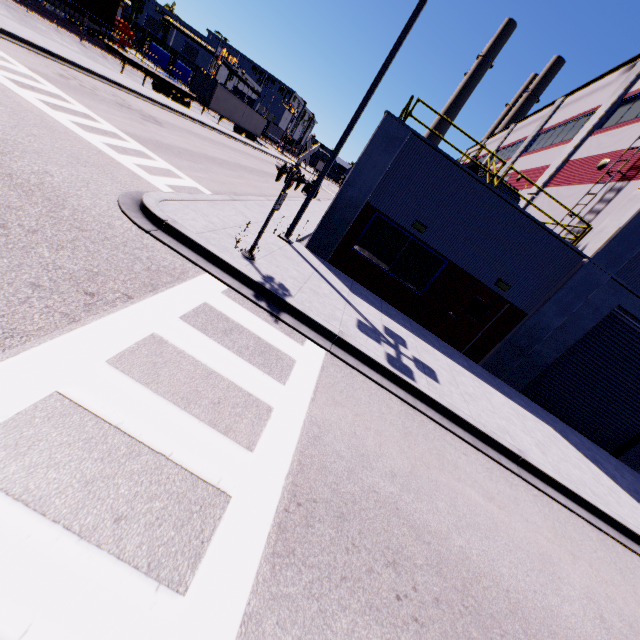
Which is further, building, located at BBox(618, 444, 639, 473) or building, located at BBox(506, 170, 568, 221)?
building, located at BBox(506, 170, 568, 221)

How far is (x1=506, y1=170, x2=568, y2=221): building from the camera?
14.02m

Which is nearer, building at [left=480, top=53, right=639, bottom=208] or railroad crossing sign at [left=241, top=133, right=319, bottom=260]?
railroad crossing sign at [left=241, top=133, right=319, bottom=260]

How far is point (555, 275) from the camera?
10.86m

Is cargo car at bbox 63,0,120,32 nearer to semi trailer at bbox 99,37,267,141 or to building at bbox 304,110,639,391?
semi trailer at bbox 99,37,267,141

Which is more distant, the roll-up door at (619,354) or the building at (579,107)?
the building at (579,107)

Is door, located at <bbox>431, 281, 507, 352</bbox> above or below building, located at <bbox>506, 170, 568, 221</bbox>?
below

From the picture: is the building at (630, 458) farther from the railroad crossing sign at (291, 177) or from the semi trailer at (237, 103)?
the railroad crossing sign at (291, 177)
